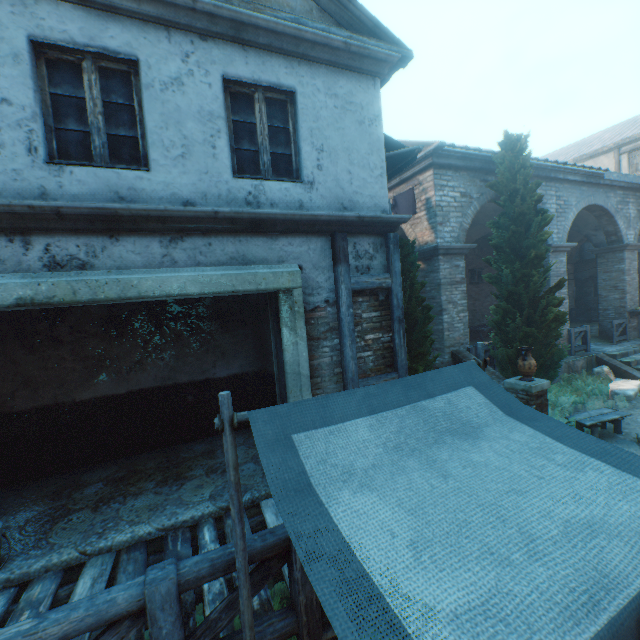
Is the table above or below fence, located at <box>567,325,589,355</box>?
below

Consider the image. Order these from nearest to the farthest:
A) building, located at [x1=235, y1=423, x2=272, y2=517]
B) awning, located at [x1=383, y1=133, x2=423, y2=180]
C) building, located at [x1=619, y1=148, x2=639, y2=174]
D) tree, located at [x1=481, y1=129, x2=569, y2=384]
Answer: building, located at [x1=235, y1=423, x2=272, y2=517] → awning, located at [x1=383, y1=133, x2=423, y2=180] → tree, located at [x1=481, y1=129, x2=569, y2=384] → building, located at [x1=619, y1=148, x2=639, y2=174]

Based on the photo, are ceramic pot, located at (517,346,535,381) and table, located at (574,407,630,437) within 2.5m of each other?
yes

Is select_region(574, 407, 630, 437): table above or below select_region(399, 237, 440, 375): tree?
below

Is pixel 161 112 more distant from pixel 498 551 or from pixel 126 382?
pixel 498 551

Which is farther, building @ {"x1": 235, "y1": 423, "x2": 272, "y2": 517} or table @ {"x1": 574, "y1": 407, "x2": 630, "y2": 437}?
table @ {"x1": 574, "y1": 407, "x2": 630, "y2": 437}

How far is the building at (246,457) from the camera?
4.4 meters

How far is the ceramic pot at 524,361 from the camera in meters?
7.4
